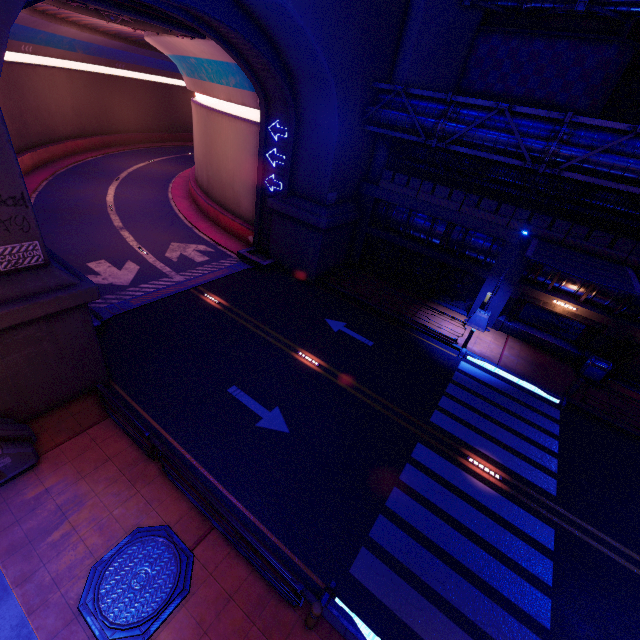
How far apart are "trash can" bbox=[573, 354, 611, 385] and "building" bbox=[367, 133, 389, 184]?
14.9 meters

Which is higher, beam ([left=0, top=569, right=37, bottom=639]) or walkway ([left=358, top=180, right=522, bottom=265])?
walkway ([left=358, top=180, right=522, bottom=265])

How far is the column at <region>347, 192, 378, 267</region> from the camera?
20.6 meters

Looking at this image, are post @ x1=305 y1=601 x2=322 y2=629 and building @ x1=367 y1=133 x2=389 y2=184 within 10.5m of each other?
no

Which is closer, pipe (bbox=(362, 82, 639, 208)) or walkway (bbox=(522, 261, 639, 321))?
pipe (bbox=(362, 82, 639, 208))

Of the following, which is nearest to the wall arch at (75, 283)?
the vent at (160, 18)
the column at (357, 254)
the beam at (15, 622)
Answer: the column at (357, 254)

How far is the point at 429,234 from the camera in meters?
19.3

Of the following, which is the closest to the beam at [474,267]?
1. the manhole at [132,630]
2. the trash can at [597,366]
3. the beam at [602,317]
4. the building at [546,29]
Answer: the beam at [602,317]
